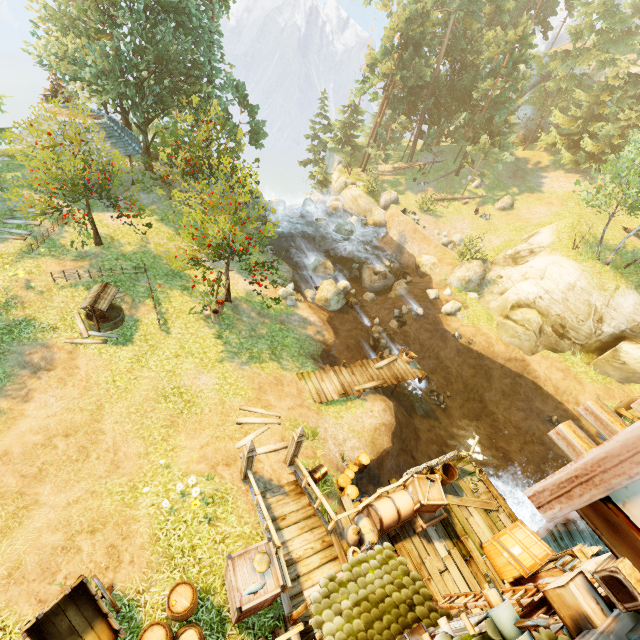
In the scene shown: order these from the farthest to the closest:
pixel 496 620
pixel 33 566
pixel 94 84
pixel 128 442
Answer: pixel 94 84
pixel 128 442
pixel 33 566
pixel 496 620

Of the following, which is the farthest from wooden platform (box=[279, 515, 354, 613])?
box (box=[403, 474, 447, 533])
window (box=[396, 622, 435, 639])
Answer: window (box=[396, 622, 435, 639])

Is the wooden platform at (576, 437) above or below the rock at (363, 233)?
above

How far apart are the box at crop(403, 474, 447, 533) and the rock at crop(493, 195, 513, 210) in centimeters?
3267cm

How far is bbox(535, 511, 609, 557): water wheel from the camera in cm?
958

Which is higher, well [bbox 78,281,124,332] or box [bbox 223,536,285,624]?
box [bbox 223,536,285,624]

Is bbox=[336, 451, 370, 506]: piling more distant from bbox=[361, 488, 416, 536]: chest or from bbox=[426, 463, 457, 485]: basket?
bbox=[426, 463, 457, 485]: basket

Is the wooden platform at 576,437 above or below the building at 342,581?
above
